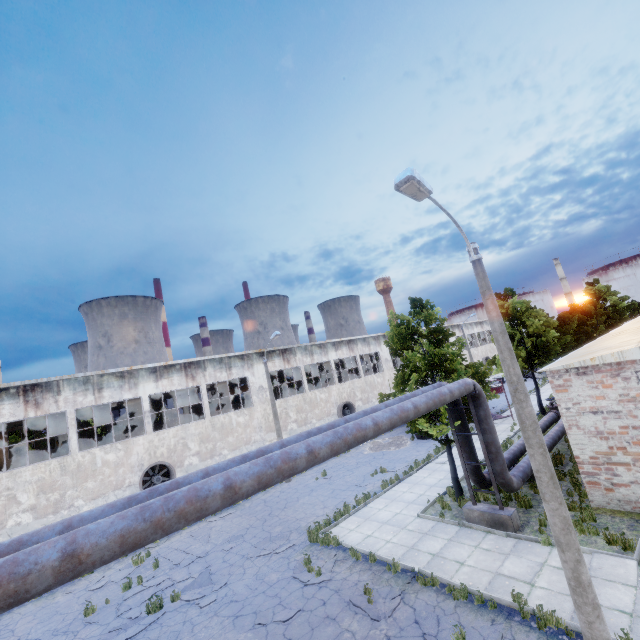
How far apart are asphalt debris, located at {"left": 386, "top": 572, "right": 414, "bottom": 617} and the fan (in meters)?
16.03

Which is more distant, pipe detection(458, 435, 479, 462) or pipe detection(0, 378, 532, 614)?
pipe detection(458, 435, 479, 462)

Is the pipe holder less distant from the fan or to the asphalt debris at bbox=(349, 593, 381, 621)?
the asphalt debris at bbox=(349, 593, 381, 621)

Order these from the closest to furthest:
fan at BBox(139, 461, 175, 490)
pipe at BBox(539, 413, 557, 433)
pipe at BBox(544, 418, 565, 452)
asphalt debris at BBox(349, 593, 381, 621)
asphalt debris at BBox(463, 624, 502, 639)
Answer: asphalt debris at BBox(463, 624, 502, 639) → asphalt debris at BBox(349, 593, 381, 621) → pipe at BBox(544, 418, 565, 452) → pipe at BBox(539, 413, 557, 433) → fan at BBox(139, 461, 175, 490)

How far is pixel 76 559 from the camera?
4.18m

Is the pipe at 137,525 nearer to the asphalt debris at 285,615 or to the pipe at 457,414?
the pipe at 457,414

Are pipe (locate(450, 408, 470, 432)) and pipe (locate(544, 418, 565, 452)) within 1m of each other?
yes

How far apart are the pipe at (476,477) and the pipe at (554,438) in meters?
0.4
